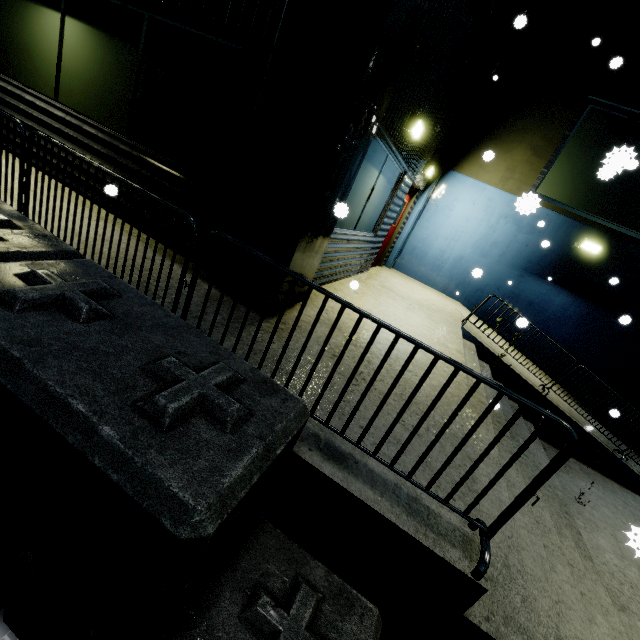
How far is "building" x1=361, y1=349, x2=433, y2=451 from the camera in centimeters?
254cm

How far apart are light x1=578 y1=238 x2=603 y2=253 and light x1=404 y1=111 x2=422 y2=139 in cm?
650

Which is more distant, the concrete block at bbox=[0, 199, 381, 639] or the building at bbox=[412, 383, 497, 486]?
the building at bbox=[412, 383, 497, 486]

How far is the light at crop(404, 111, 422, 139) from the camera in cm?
520

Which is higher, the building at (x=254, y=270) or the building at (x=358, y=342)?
the building at (x=254, y=270)

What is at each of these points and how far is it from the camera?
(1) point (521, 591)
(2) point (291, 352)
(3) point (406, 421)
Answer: (1) building, 2.17m
(2) building, 3.20m
(3) building, 2.95m

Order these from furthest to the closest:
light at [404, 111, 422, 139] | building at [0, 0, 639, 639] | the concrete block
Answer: light at [404, 111, 422, 139]
building at [0, 0, 639, 639]
the concrete block

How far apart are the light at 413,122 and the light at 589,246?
6.5 meters
